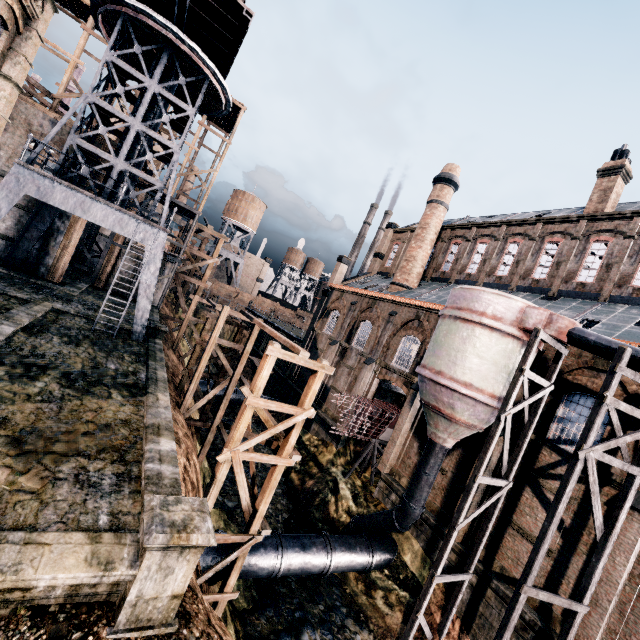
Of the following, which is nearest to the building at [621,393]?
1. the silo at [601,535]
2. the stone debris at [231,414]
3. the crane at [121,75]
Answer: the silo at [601,535]

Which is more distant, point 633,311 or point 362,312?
point 362,312

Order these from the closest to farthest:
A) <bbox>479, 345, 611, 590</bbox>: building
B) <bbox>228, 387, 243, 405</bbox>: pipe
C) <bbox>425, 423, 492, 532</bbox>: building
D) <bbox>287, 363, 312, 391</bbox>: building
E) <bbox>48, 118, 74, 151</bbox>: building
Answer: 1. <bbox>479, 345, 611, 590</bbox>: building
2. <bbox>425, 423, 492, 532</bbox>: building
3. <bbox>48, 118, 74, 151</bbox>: building
4. <bbox>228, 387, 243, 405</bbox>: pipe
5. <bbox>287, 363, 312, 391</bbox>: building

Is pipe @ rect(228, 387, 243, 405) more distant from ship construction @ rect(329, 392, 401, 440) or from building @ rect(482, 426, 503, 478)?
ship construction @ rect(329, 392, 401, 440)

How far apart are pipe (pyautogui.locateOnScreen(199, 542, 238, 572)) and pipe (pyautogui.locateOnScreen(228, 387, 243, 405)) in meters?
18.4

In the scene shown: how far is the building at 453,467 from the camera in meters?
18.4

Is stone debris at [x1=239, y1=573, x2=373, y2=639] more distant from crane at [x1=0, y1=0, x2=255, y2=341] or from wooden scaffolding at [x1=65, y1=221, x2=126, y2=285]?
crane at [x1=0, y1=0, x2=255, y2=341]
